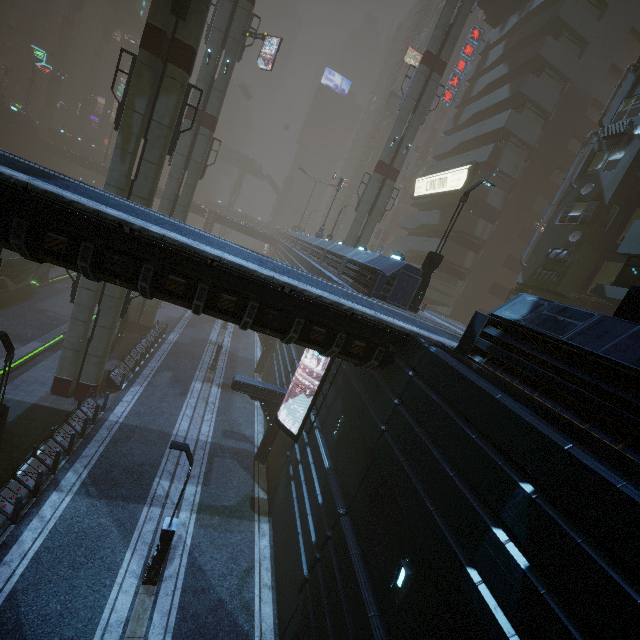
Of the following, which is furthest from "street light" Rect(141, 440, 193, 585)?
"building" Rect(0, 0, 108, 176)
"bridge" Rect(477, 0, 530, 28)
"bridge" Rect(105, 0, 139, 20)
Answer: "bridge" Rect(105, 0, 139, 20)

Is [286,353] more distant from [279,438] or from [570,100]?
[570,100]

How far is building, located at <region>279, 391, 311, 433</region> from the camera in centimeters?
1630cm

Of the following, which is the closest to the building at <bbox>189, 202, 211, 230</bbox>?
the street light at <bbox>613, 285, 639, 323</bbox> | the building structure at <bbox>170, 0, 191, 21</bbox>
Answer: the street light at <bbox>613, 285, 639, 323</bbox>

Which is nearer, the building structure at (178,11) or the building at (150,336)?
the building structure at (178,11)

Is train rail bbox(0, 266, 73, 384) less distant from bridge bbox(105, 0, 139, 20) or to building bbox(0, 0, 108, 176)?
building bbox(0, 0, 108, 176)

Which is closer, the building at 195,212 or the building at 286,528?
the building at 286,528
